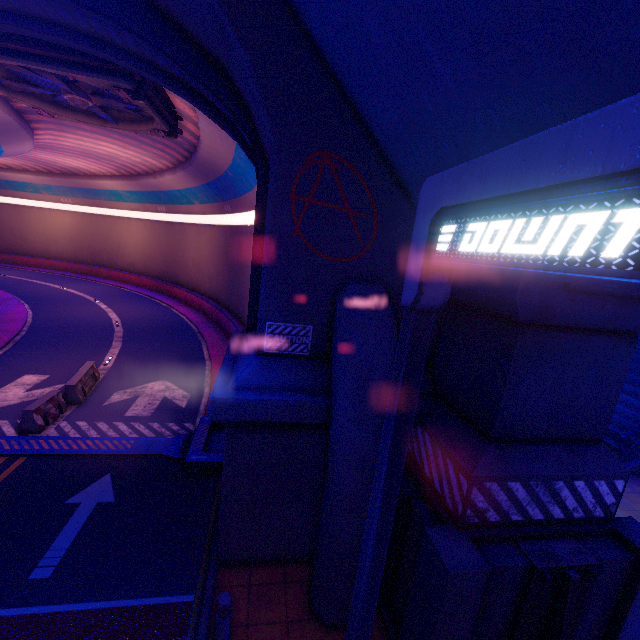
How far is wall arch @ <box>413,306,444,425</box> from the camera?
6.3 meters

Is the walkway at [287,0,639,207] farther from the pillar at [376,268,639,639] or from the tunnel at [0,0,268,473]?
the tunnel at [0,0,268,473]

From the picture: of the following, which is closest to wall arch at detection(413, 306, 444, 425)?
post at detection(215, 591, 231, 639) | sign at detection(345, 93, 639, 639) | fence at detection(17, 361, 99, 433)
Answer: post at detection(215, 591, 231, 639)

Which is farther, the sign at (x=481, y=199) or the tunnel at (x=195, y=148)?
the tunnel at (x=195, y=148)

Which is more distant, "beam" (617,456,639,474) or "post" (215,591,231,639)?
"beam" (617,456,639,474)

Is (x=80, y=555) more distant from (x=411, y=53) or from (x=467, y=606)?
(x=411, y=53)

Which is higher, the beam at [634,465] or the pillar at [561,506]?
the pillar at [561,506]

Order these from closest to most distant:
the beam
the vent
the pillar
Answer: the pillar
the vent
the beam
